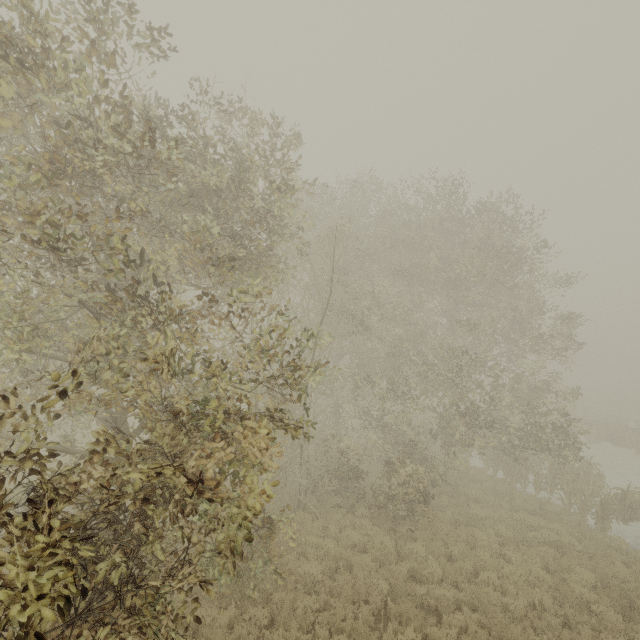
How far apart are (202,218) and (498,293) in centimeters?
1524cm
